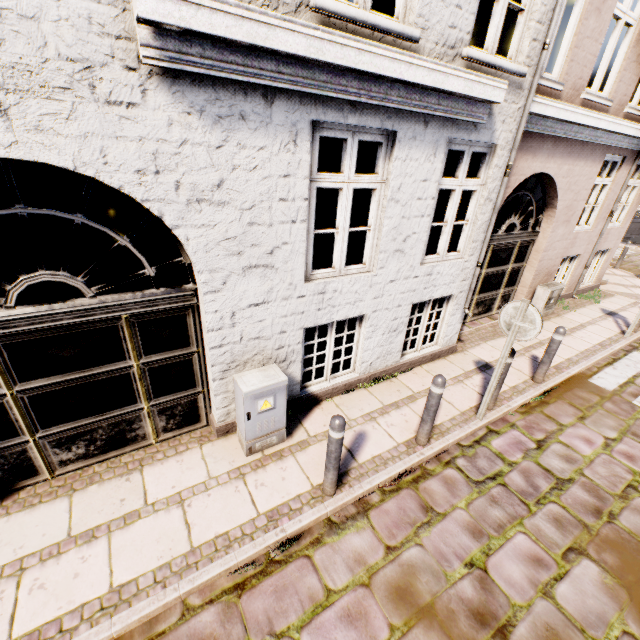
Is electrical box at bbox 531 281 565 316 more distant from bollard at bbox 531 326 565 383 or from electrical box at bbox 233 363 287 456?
electrical box at bbox 233 363 287 456

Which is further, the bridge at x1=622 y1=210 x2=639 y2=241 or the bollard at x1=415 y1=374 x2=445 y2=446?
the bridge at x1=622 y1=210 x2=639 y2=241

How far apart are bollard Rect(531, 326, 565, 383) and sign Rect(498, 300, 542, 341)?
1.8 meters

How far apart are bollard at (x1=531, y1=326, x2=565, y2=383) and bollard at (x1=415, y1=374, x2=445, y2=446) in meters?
2.8

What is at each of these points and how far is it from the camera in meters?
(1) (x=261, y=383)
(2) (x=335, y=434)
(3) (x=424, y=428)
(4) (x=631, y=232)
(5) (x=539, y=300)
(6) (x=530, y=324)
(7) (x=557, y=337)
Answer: (1) electrical box, 3.6 m
(2) bollard, 3.2 m
(3) bollard, 4.2 m
(4) bridge, 20.8 m
(5) electrical box, 8.2 m
(6) sign, 4.0 m
(7) bollard, 5.4 m

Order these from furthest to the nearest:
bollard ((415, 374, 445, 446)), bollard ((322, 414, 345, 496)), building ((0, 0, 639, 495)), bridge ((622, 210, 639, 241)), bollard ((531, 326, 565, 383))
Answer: bridge ((622, 210, 639, 241)), bollard ((531, 326, 565, 383)), bollard ((415, 374, 445, 446)), bollard ((322, 414, 345, 496)), building ((0, 0, 639, 495))

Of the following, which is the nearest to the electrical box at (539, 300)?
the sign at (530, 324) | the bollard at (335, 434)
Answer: the sign at (530, 324)

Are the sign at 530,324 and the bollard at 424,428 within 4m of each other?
yes
